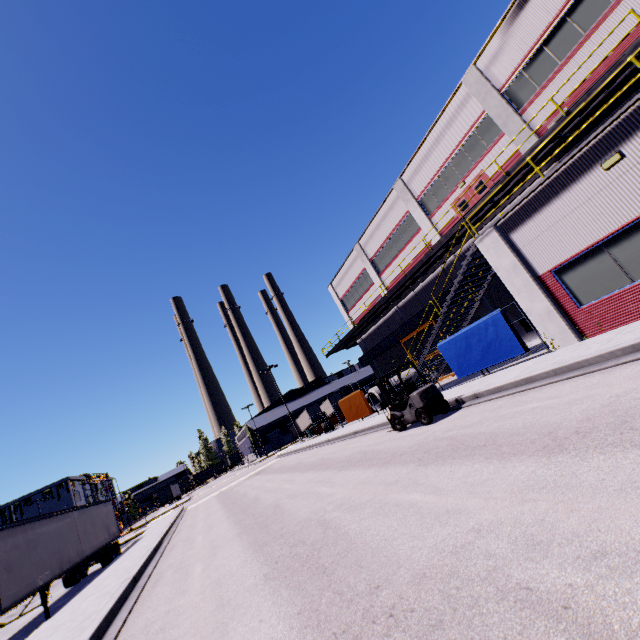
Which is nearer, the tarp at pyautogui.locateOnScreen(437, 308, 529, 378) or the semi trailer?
the semi trailer

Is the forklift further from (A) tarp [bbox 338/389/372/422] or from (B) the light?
(A) tarp [bbox 338/389/372/422]

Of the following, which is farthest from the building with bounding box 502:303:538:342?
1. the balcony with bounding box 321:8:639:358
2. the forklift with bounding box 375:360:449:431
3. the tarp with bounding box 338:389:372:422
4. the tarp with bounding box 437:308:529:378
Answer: the forklift with bounding box 375:360:449:431

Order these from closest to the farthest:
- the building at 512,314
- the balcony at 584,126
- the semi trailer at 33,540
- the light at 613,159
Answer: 1. the light at 613,159
2. the balcony at 584,126
3. the semi trailer at 33,540
4. the building at 512,314

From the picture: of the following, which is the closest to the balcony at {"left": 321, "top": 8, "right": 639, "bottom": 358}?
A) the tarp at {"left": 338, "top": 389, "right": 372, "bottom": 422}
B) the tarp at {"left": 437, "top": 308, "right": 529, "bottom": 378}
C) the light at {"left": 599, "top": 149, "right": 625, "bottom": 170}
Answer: the light at {"left": 599, "top": 149, "right": 625, "bottom": 170}

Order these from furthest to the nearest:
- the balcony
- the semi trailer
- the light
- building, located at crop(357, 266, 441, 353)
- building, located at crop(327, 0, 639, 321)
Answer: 1. building, located at crop(357, 266, 441, 353)
2. building, located at crop(327, 0, 639, 321)
3. the semi trailer
4. the balcony
5. the light

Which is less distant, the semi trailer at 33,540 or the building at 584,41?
the semi trailer at 33,540

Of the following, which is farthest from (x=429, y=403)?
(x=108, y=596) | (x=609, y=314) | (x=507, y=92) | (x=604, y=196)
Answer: (x=507, y=92)
